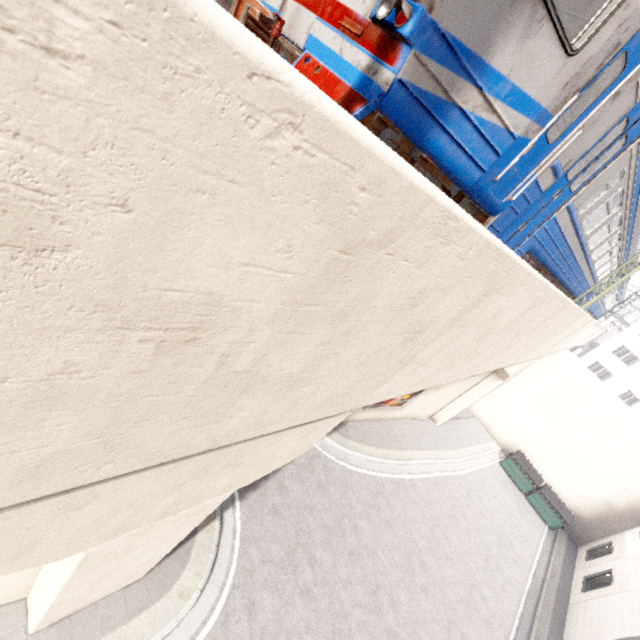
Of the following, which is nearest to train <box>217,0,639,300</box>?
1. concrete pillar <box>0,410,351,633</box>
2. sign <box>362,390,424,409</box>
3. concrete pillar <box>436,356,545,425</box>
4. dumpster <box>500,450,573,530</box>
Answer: concrete pillar <box>0,410,351,633</box>

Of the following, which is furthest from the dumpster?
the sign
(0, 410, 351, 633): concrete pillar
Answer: (0, 410, 351, 633): concrete pillar

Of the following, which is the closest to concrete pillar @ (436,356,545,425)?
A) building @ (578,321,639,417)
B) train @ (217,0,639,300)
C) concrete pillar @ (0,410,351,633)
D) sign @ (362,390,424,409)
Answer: sign @ (362,390,424,409)

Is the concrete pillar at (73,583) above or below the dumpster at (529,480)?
above

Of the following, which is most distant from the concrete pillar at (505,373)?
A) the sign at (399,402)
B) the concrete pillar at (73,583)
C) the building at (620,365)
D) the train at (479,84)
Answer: the concrete pillar at (73,583)

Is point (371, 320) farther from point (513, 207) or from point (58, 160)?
point (513, 207)

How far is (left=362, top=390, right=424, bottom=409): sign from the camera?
14.9m

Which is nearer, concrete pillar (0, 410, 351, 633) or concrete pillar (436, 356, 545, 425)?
concrete pillar (0, 410, 351, 633)
